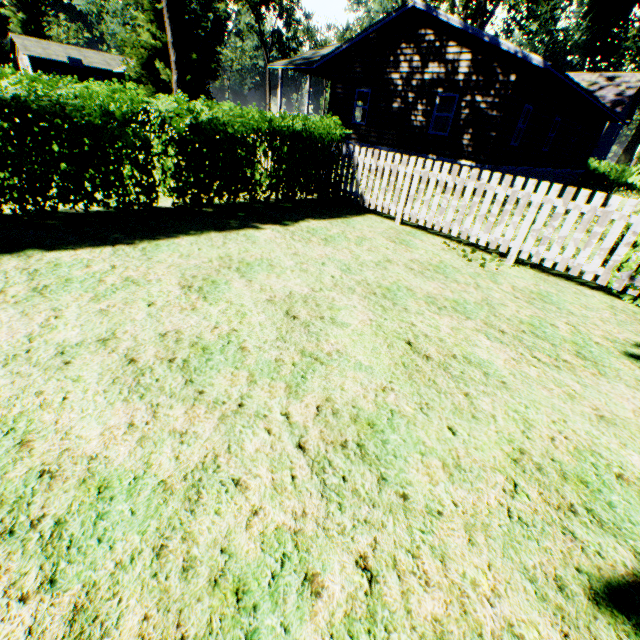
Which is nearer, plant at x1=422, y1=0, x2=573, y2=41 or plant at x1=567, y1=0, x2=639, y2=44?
plant at x1=567, y1=0, x2=639, y2=44

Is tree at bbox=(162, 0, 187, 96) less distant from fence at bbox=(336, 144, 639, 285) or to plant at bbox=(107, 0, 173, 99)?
fence at bbox=(336, 144, 639, 285)

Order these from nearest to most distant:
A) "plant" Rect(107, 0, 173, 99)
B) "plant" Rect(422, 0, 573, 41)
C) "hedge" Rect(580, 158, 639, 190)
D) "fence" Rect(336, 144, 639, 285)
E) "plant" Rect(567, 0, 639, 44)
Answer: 1. "fence" Rect(336, 144, 639, 285)
2. "plant" Rect(567, 0, 639, 44)
3. "plant" Rect(107, 0, 173, 99)
4. "plant" Rect(422, 0, 573, 41)
5. "hedge" Rect(580, 158, 639, 190)

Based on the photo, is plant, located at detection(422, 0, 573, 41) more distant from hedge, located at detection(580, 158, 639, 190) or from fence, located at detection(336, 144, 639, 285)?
fence, located at detection(336, 144, 639, 285)

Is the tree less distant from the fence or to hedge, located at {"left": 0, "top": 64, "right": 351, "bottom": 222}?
the fence

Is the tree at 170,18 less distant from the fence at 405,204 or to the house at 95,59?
the fence at 405,204

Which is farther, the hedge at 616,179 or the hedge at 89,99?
the hedge at 616,179

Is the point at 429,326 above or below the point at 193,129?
below
